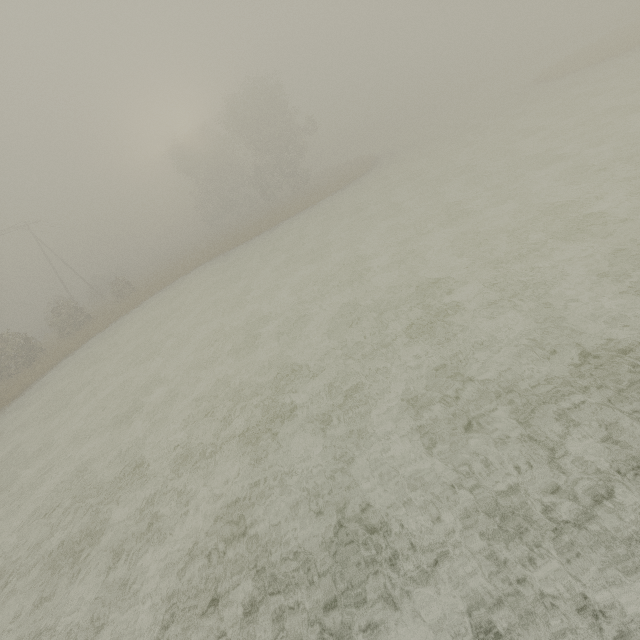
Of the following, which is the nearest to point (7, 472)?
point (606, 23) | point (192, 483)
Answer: point (192, 483)
